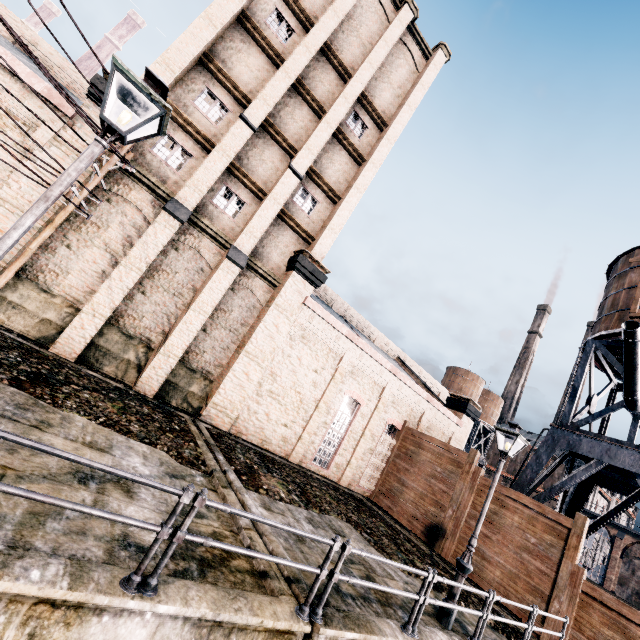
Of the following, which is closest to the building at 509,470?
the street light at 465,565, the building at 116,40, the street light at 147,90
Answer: the street light at 465,565

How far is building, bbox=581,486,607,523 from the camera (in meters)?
48.09

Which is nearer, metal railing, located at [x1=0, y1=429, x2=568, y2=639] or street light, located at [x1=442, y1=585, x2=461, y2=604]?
metal railing, located at [x1=0, y1=429, x2=568, y2=639]

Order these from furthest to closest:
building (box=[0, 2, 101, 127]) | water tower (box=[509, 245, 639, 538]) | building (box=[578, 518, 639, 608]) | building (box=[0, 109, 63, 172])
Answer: building (box=[578, 518, 639, 608])
water tower (box=[509, 245, 639, 538])
building (box=[0, 2, 101, 127])
building (box=[0, 109, 63, 172])

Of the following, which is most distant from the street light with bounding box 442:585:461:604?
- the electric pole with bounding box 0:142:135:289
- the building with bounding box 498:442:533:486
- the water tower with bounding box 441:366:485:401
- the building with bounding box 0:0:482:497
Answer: the building with bounding box 498:442:533:486

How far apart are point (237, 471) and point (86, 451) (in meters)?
5.19

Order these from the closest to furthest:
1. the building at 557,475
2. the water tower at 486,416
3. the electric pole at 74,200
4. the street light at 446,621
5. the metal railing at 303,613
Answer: the metal railing at 303,613 → the street light at 446,621 → the electric pole at 74,200 → the building at 557,475 → the water tower at 486,416

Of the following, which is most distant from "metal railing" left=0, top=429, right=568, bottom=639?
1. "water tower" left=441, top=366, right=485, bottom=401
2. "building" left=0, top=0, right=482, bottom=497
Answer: "water tower" left=441, top=366, right=485, bottom=401
